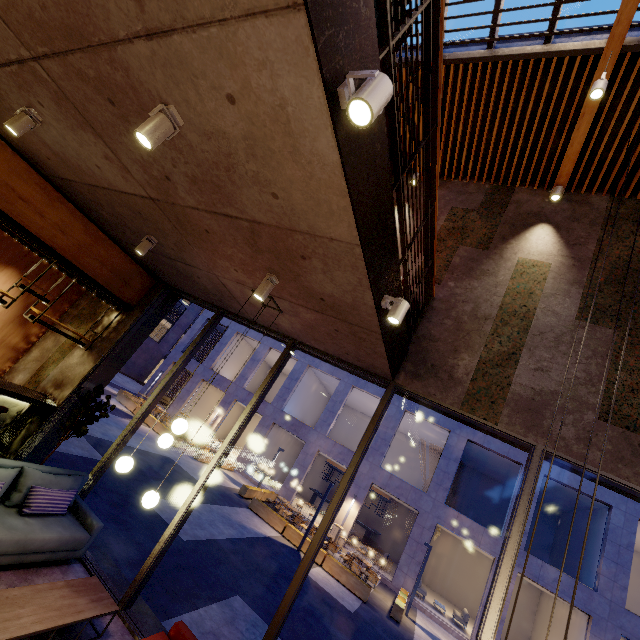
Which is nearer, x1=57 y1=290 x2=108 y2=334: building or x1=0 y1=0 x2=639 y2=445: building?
x1=0 y1=0 x2=639 y2=445: building

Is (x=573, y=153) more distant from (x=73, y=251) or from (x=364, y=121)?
(x=73, y=251)

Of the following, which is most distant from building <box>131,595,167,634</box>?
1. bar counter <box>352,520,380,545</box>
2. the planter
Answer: bar counter <box>352,520,380,545</box>

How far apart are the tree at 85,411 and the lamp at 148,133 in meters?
5.0 m

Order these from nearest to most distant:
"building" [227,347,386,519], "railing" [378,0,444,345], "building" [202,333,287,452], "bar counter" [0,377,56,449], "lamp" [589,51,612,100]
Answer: "railing" [378,0,444,345]
"lamp" [589,51,612,100]
"bar counter" [0,377,56,449]
"building" [227,347,386,519]
"building" [202,333,287,452]

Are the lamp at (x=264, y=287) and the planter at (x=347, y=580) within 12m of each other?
no

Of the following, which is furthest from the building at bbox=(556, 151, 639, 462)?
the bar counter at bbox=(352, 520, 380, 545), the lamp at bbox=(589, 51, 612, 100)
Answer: the bar counter at bbox=(352, 520, 380, 545)

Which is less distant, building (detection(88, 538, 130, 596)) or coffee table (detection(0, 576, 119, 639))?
coffee table (detection(0, 576, 119, 639))
